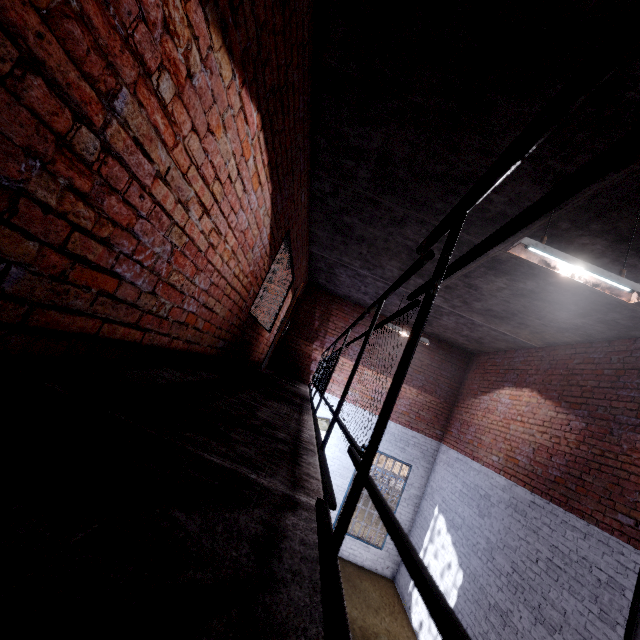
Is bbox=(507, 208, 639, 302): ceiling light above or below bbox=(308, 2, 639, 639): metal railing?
above

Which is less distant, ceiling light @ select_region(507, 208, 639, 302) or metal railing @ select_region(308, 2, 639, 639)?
metal railing @ select_region(308, 2, 639, 639)

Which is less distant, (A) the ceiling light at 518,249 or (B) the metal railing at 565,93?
(B) the metal railing at 565,93

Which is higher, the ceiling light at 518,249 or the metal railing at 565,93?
the ceiling light at 518,249

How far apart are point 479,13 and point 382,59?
0.8m
